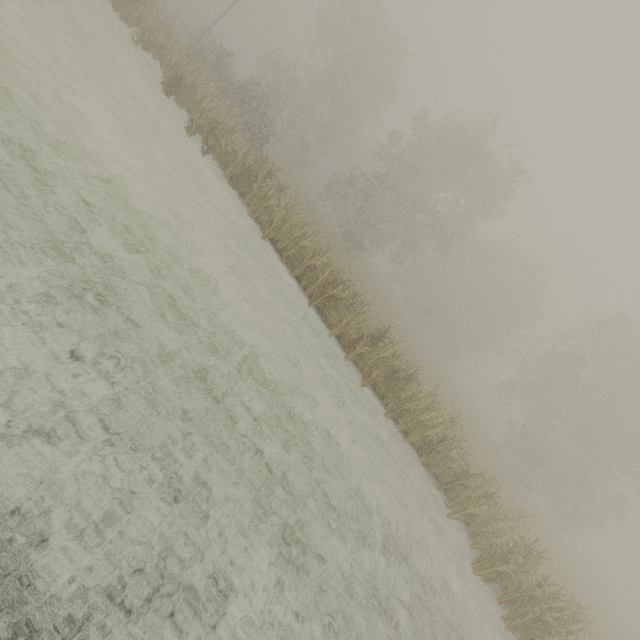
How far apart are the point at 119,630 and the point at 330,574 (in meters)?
3.66
